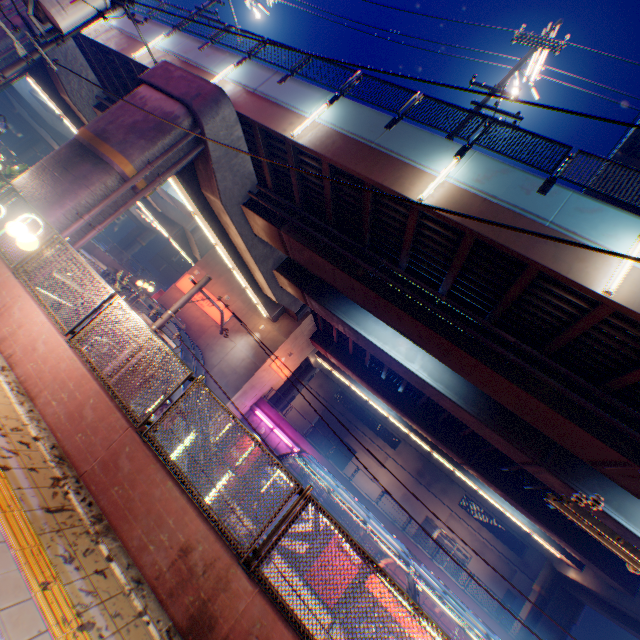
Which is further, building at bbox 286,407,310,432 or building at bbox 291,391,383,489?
building at bbox 286,407,310,432

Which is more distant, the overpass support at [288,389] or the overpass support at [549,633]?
the overpass support at [288,389]

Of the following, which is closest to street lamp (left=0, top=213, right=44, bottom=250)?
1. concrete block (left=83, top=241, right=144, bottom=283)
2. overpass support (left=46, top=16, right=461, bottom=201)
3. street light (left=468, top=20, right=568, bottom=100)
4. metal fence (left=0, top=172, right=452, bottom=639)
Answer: metal fence (left=0, top=172, right=452, bottom=639)

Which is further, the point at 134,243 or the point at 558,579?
the point at 134,243

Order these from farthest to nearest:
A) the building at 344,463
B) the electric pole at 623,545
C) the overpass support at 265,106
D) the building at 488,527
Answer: the building at 344,463
the building at 488,527
the overpass support at 265,106
the electric pole at 623,545

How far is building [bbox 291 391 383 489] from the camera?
44.3 meters

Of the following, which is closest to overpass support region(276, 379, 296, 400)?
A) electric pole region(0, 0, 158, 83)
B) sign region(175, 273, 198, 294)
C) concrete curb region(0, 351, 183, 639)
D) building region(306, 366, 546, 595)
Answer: concrete curb region(0, 351, 183, 639)

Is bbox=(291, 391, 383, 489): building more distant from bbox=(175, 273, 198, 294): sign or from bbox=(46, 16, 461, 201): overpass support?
bbox=(175, 273, 198, 294): sign
